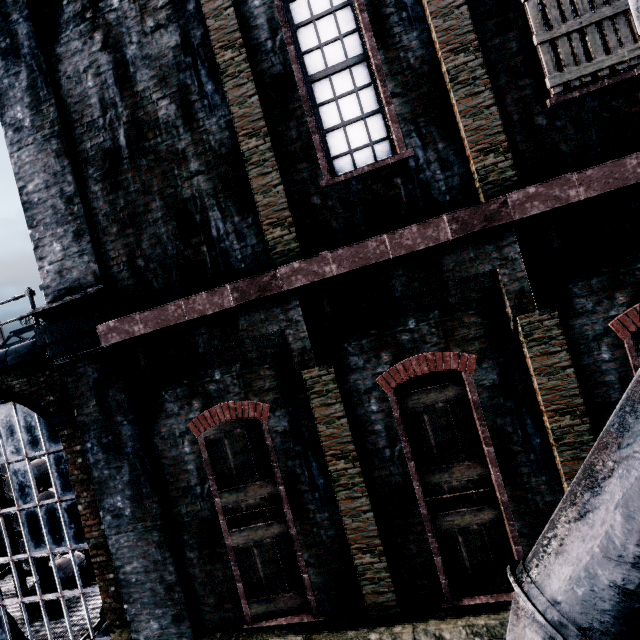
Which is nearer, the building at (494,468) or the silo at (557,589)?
the silo at (557,589)

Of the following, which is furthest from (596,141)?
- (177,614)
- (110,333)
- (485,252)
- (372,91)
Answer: (177,614)

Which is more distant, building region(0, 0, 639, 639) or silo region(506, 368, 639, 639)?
building region(0, 0, 639, 639)
